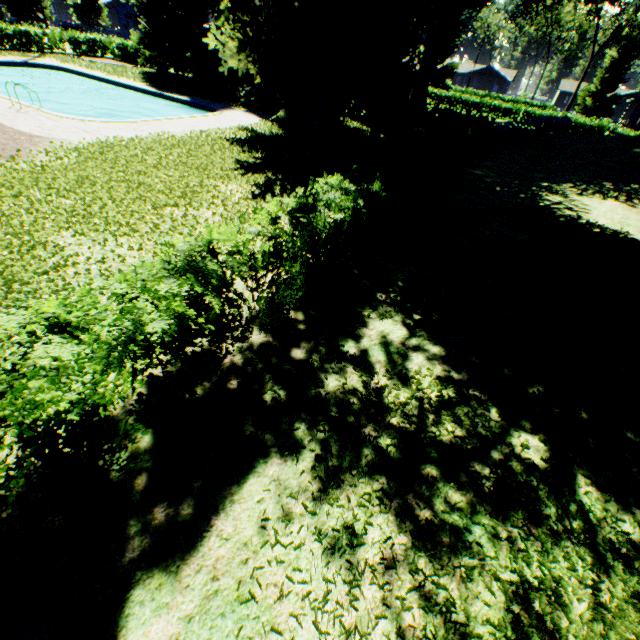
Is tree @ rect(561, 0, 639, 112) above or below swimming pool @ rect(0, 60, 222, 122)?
above

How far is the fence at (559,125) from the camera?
25.9m

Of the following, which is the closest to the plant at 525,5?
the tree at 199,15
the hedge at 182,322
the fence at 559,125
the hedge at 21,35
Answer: the fence at 559,125

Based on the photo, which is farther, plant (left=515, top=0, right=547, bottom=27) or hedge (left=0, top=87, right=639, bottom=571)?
plant (left=515, top=0, right=547, bottom=27)

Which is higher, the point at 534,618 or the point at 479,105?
the point at 479,105

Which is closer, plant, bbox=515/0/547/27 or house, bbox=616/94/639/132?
plant, bbox=515/0/547/27

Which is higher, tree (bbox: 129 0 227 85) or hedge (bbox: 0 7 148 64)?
tree (bbox: 129 0 227 85)

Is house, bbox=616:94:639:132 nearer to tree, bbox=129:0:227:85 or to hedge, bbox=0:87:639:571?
tree, bbox=129:0:227:85
